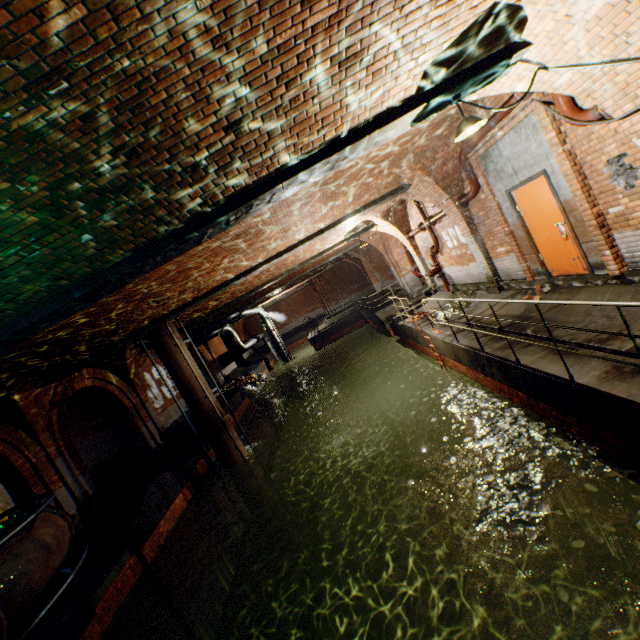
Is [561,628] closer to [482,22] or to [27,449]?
[482,22]

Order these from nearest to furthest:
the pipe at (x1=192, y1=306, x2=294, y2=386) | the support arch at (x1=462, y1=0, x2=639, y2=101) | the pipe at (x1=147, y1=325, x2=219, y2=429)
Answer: the support arch at (x1=462, y1=0, x2=639, y2=101) < the pipe at (x1=147, y1=325, x2=219, y2=429) < the pipe at (x1=192, y1=306, x2=294, y2=386)

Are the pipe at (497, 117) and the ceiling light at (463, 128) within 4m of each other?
yes

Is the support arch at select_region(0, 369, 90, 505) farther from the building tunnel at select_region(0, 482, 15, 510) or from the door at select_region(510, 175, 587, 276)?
the door at select_region(510, 175, 587, 276)

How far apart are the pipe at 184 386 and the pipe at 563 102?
11.5 meters

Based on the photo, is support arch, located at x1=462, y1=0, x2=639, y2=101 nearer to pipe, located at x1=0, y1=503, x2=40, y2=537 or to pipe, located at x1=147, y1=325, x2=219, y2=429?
pipe, located at x1=0, y1=503, x2=40, y2=537

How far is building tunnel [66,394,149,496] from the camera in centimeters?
1373cm

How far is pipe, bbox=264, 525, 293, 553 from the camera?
11.9 meters
